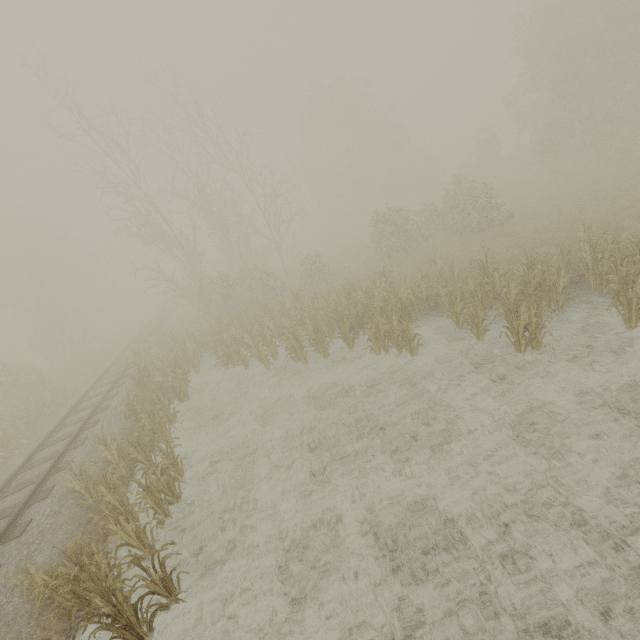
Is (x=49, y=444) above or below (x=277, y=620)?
above
